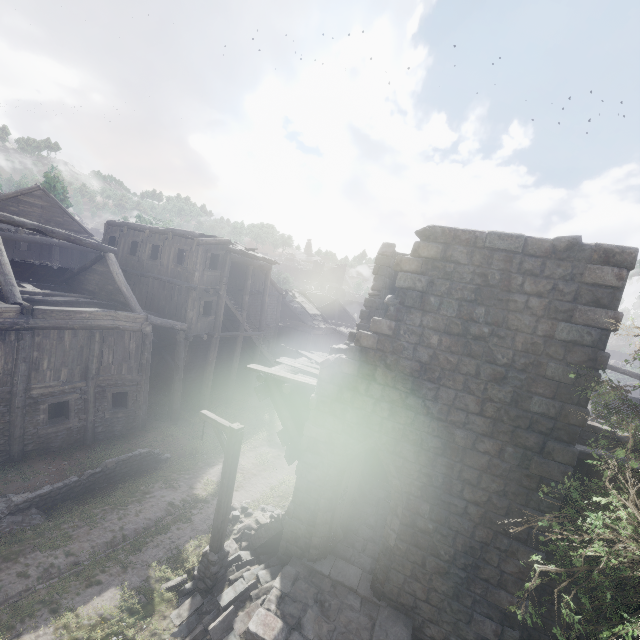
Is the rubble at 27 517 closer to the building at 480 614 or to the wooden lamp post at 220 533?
the building at 480 614

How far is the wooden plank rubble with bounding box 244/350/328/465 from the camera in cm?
952

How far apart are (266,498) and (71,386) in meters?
9.3

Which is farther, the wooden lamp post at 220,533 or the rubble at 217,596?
the wooden lamp post at 220,533

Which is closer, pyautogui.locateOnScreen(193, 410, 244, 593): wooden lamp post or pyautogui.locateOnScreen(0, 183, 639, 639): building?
pyautogui.locateOnScreen(0, 183, 639, 639): building

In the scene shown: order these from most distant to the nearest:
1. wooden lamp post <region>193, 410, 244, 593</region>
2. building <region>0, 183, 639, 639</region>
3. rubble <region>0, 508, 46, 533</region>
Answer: rubble <region>0, 508, 46, 533</region>
wooden lamp post <region>193, 410, 244, 593</region>
building <region>0, 183, 639, 639</region>

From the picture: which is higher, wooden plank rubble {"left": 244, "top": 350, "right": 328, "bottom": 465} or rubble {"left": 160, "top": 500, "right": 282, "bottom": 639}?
wooden plank rubble {"left": 244, "top": 350, "right": 328, "bottom": 465}

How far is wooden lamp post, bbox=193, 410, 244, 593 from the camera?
8.31m
